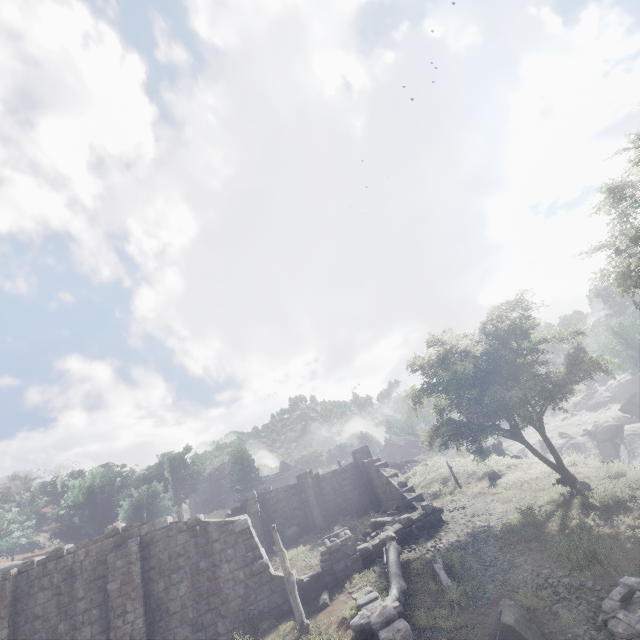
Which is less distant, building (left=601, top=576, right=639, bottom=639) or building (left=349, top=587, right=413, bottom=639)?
building (left=601, top=576, right=639, bottom=639)

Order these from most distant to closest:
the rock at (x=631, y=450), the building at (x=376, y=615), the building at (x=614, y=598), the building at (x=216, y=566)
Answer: the rock at (x=631, y=450) < the building at (x=216, y=566) < the building at (x=376, y=615) < the building at (x=614, y=598)

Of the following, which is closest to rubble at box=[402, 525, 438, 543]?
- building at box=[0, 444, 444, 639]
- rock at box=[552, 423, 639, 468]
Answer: building at box=[0, 444, 444, 639]

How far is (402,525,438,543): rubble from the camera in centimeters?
1530cm

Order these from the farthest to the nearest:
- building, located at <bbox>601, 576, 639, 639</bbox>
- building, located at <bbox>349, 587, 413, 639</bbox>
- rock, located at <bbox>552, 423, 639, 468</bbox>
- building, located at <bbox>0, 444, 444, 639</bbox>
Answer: rock, located at <bbox>552, 423, 639, 468</bbox>
building, located at <bbox>0, 444, 444, 639</bbox>
building, located at <bbox>349, 587, 413, 639</bbox>
building, located at <bbox>601, 576, 639, 639</bbox>

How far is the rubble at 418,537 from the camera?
15.3 meters

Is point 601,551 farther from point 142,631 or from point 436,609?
point 142,631

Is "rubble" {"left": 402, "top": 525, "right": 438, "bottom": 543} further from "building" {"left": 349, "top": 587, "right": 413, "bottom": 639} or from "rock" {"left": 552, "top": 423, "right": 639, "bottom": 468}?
"rock" {"left": 552, "top": 423, "right": 639, "bottom": 468}
